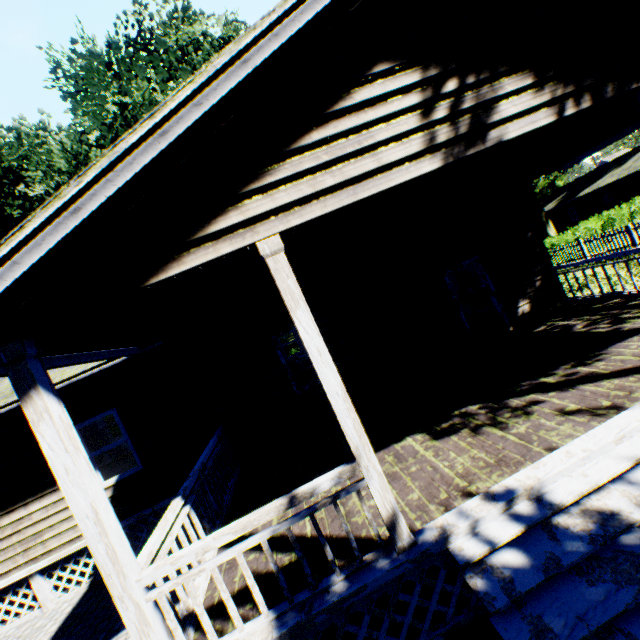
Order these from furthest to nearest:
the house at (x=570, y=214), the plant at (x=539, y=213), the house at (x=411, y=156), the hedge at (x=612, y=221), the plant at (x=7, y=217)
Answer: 1. the plant at (x=539, y=213)
2. the house at (x=570, y=214)
3. the hedge at (x=612, y=221)
4. the plant at (x=7, y=217)
5. the house at (x=411, y=156)

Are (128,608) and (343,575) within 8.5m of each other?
yes

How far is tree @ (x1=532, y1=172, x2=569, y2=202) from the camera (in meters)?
53.91

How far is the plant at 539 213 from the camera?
35.97m

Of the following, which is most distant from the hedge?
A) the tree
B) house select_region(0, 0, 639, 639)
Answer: house select_region(0, 0, 639, 639)

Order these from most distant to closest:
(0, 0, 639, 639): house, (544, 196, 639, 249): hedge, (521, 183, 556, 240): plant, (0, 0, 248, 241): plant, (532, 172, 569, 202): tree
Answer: (532, 172, 569, 202): tree → (521, 183, 556, 240): plant → (544, 196, 639, 249): hedge → (0, 0, 248, 241): plant → (0, 0, 639, 639): house

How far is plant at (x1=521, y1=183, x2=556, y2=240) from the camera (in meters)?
35.97

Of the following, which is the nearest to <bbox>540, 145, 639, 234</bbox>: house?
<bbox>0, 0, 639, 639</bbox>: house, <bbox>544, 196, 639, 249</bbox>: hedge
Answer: <bbox>544, 196, 639, 249</bbox>: hedge
